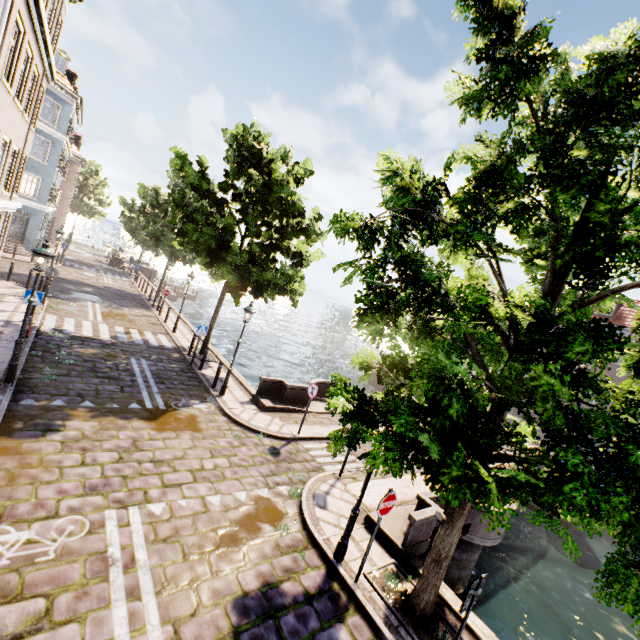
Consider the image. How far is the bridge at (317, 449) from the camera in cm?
1018

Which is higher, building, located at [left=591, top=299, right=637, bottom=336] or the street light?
building, located at [left=591, top=299, right=637, bottom=336]

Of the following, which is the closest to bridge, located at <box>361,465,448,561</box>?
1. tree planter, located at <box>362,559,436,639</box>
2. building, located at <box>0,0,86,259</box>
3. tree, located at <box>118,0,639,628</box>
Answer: tree planter, located at <box>362,559,436,639</box>

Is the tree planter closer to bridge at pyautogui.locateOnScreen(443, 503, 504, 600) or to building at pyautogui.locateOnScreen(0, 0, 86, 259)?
bridge at pyautogui.locateOnScreen(443, 503, 504, 600)

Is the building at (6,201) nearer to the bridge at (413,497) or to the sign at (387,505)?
the sign at (387,505)

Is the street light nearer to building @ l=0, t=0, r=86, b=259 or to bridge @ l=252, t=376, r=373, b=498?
bridge @ l=252, t=376, r=373, b=498

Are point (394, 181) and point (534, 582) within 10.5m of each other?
no

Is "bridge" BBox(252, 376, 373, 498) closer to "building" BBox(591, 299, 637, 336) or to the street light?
the street light
